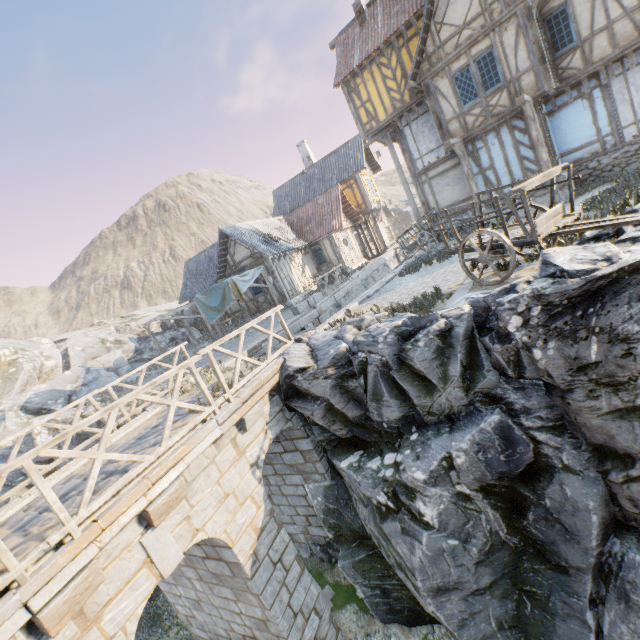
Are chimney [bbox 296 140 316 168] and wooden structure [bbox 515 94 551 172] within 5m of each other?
no

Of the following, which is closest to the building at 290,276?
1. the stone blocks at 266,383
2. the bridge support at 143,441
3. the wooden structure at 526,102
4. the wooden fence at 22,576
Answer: the bridge support at 143,441

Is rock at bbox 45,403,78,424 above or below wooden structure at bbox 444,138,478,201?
below

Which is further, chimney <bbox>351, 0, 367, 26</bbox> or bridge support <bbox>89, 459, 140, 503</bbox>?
chimney <bbox>351, 0, 367, 26</bbox>

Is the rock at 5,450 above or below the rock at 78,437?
above

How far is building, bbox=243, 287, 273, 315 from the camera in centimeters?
2144cm

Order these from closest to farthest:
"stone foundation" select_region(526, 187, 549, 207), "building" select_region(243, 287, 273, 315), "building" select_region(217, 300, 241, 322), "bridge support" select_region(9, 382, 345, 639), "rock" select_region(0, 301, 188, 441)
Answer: "bridge support" select_region(9, 382, 345, 639) → "stone foundation" select_region(526, 187, 549, 207) → "rock" select_region(0, 301, 188, 441) → "building" select_region(243, 287, 273, 315) → "building" select_region(217, 300, 241, 322)

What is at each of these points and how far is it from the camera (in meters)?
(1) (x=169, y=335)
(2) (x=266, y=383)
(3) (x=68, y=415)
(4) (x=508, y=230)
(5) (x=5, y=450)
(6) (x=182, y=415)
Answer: (1) rock, 27.23
(2) stone blocks, 7.24
(3) rock, 14.24
(4) wagon, 7.00
(5) rock, 15.66
(6) bridge support, 7.28
